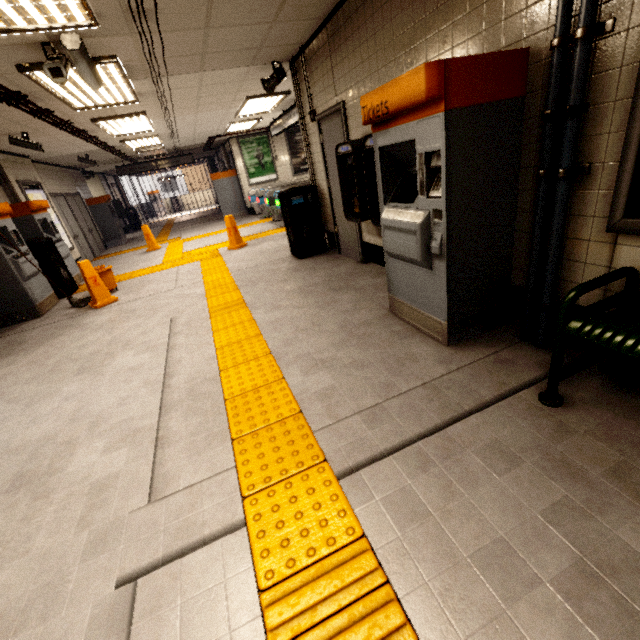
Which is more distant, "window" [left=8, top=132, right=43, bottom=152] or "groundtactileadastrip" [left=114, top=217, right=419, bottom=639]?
"window" [left=8, top=132, right=43, bottom=152]

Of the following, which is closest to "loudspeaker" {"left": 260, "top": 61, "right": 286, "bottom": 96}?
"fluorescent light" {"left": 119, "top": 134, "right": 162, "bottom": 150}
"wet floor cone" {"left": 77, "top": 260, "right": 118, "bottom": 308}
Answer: "wet floor cone" {"left": 77, "top": 260, "right": 118, "bottom": 308}

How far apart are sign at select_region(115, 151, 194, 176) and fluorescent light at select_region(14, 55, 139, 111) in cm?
929

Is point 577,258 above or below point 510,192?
below

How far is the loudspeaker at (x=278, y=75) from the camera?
5.0m

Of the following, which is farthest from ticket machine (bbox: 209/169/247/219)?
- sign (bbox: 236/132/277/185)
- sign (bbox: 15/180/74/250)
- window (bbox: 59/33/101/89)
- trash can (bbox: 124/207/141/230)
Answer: window (bbox: 59/33/101/89)

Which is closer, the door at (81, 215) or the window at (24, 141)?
the window at (24, 141)

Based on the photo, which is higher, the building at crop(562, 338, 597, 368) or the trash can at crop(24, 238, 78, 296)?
the trash can at crop(24, 238, 78, 296)
